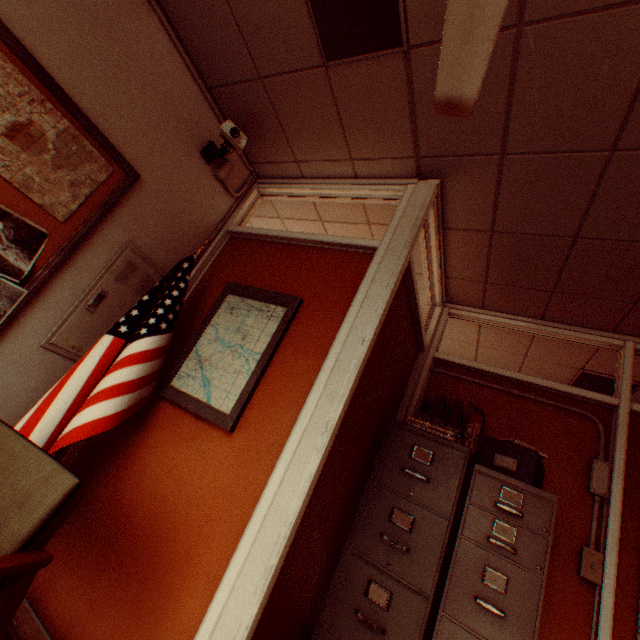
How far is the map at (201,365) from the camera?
2.04m

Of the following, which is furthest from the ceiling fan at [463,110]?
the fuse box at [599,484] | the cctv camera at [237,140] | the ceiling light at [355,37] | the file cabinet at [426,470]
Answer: the fuse box at [599,484]

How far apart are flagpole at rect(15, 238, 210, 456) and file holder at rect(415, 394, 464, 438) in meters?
2.2

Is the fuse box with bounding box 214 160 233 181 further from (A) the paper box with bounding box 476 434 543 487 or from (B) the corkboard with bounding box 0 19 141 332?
(A) the paper box with bounding box 476 434 543 487

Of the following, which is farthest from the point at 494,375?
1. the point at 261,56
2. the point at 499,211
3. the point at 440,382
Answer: the point at 261,56

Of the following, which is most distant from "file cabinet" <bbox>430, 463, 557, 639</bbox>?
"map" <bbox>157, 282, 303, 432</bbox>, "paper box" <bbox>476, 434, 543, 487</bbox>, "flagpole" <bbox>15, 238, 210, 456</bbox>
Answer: "flagpole" <bbox>15, 238, 210, 456</bbox>

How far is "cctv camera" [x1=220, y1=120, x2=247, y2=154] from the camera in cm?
233

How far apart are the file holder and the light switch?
1.07m
